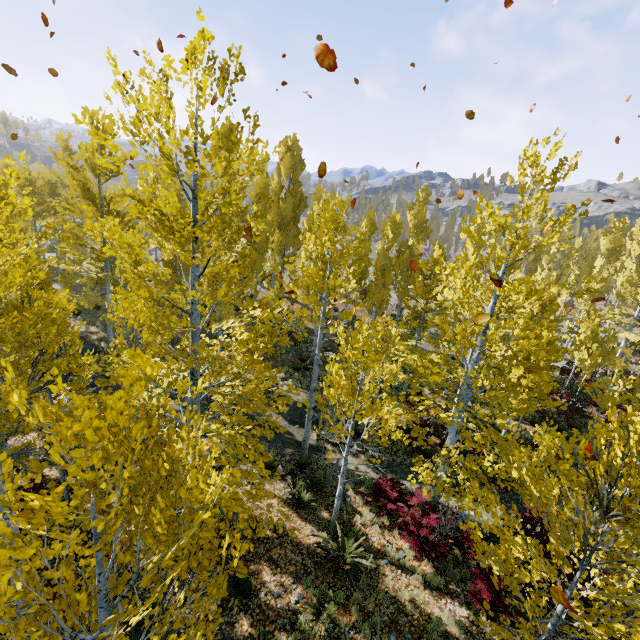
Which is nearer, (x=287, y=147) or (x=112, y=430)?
(x=112, y=430)

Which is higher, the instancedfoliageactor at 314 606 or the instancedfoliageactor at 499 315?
the instancedfoliageactor at 499 315

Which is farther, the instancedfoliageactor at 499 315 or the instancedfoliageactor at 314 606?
the instancedfoliageactor at 314 606

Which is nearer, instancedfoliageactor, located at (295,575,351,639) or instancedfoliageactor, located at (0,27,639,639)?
instancedfoliageactor, located at (0,27,639,639)

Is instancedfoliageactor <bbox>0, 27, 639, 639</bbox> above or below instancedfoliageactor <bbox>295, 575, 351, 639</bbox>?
above
